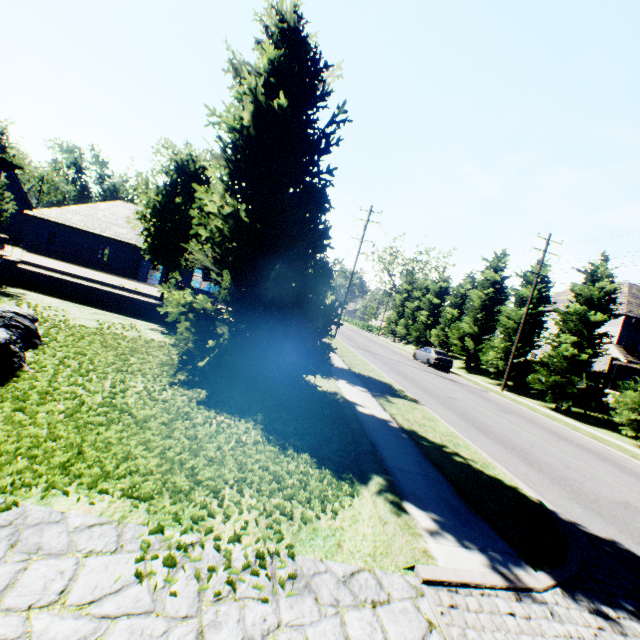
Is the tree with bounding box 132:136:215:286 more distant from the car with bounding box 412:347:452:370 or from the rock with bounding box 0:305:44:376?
the rock with bounding box 0:305:44:376

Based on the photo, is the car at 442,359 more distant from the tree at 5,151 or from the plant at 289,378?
the plant at 289,378

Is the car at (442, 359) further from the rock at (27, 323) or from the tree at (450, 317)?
the rock at (27, 323)

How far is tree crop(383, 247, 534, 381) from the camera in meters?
26.7 m

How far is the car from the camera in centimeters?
2714cm

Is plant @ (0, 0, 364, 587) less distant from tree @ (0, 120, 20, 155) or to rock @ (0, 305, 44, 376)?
rock @ (0, 305, 44, 376)

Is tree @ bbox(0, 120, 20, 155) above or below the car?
above

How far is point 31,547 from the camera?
2.6 meters
